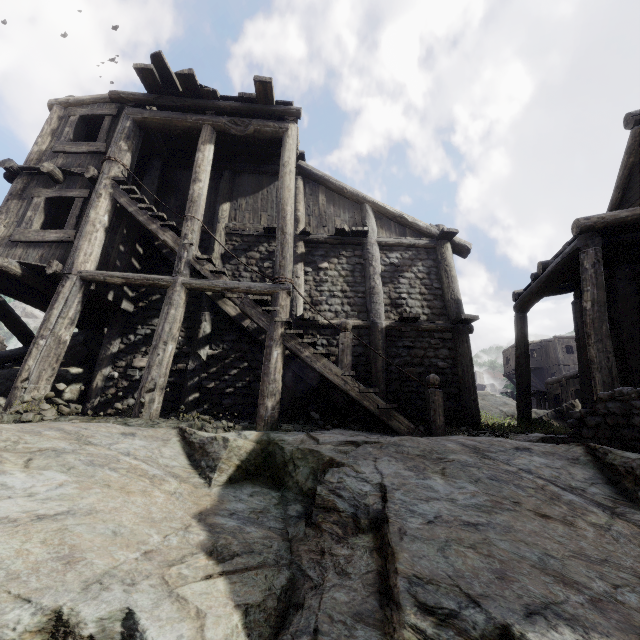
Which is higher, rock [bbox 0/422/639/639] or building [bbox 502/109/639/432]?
building [bbox 502/109/639/432]

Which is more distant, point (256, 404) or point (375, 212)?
point (375, 212)

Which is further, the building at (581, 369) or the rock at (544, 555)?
the building at (581, 369)

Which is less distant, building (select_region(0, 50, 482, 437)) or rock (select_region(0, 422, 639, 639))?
rock (select_region(0, 422, 639, 639))

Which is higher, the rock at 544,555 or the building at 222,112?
the building at 222,112
